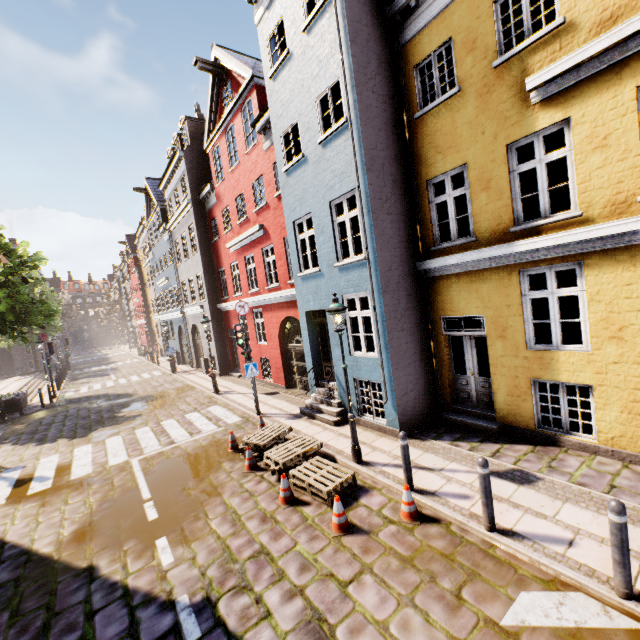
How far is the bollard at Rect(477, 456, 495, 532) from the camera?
4.7 meters

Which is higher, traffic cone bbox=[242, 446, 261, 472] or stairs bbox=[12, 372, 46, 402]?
stairs bbox=[12, 372, 46, 402]

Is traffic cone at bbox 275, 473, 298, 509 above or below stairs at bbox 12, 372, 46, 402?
below

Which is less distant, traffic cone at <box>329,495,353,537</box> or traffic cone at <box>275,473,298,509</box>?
traffic cone at <box>329,495,353,537</box>

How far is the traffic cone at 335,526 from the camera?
5.3m

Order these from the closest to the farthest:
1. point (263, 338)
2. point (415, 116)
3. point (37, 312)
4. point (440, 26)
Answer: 1. point (440, 26)
2. point (415, 116)
3. point (263, 338)
4. point (37, 312)

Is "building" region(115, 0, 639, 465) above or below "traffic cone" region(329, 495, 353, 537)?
above

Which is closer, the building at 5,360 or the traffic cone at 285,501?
the traffic cone at 285,501
